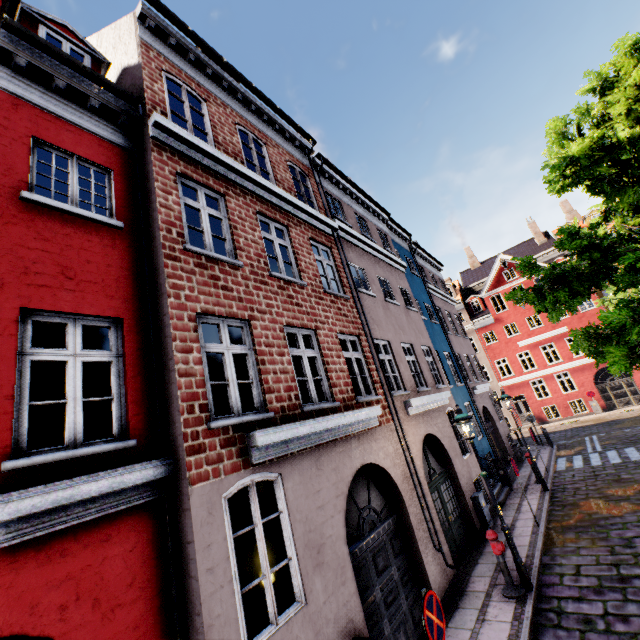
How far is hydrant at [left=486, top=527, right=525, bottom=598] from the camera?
6.84m

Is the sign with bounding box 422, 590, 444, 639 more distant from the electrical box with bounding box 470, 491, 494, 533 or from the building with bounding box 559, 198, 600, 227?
the building with bounding box 559, 198, 600, 227

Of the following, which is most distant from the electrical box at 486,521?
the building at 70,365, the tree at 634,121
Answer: the tree at 634,121

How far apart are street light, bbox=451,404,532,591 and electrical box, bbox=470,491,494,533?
3.3 meters

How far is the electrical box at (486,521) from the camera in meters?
10.3

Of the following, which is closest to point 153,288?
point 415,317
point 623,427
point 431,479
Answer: point 431,479

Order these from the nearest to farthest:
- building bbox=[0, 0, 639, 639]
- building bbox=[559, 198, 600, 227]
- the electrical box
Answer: building bbox=[0, 0, 639, 639] → the electrical box → building bbox=[559, 198, 600, 227]

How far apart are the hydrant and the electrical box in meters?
3.2
